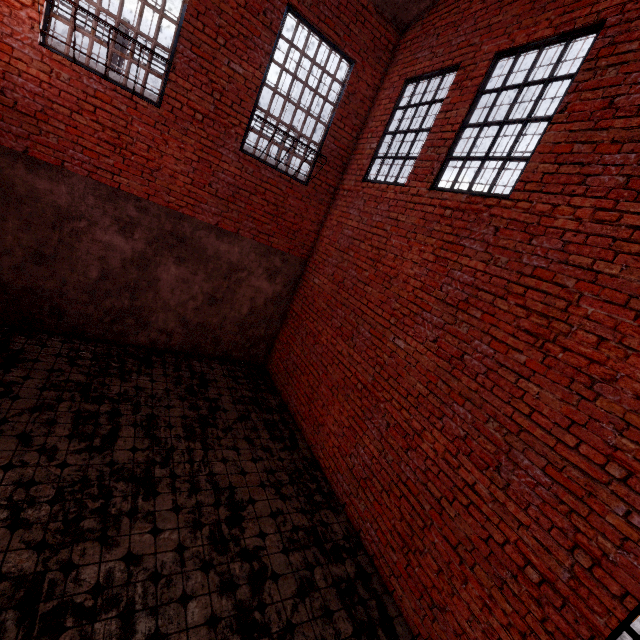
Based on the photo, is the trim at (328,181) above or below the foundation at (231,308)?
above

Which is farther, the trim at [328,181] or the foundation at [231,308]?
the foundation at [231,308]

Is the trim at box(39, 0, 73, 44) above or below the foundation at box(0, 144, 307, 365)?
above

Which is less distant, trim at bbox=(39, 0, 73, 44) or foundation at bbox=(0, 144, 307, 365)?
trim at bbox=(39, 0, 73, 44)

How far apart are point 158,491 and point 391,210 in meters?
5.5 m
